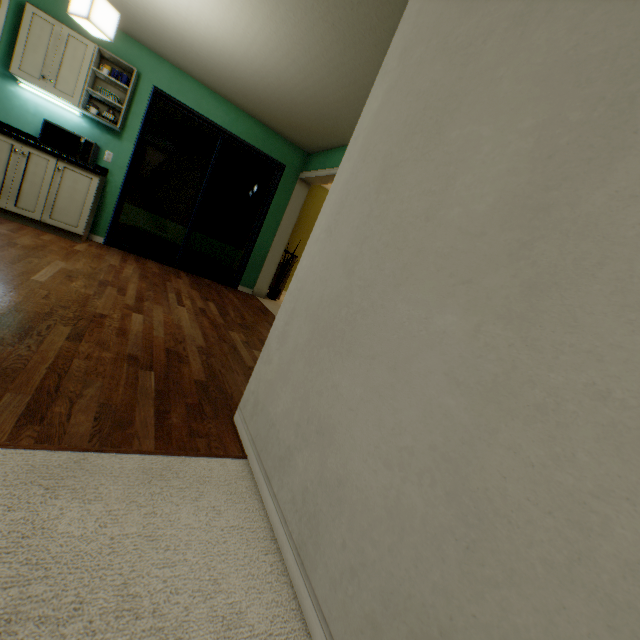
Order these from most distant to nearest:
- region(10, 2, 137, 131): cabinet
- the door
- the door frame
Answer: the door frame
the door
region(10, 2, 137, 131): cabinet

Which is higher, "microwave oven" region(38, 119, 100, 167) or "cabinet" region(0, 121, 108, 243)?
"microwave oven" region(38, 119, 100, 167)

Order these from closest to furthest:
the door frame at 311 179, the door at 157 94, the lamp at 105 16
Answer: the lamp at 105 16 → the door at 157 94 → the door frame at 311 179

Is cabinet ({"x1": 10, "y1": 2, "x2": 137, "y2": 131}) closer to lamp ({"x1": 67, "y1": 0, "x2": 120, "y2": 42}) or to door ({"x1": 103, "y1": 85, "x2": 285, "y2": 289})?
door ({"x1": 103, "y1": 85, "x2": 285, "y2": 289})

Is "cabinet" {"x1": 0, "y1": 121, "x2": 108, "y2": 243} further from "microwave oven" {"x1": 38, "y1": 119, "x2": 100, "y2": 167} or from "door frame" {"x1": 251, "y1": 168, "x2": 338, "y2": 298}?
"door frame" {"x1": 251, "y1": 168, "x2": 338, "y2": 298}

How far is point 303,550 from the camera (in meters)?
0.99

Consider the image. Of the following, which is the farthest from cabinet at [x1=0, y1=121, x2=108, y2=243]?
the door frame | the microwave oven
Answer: the door frame

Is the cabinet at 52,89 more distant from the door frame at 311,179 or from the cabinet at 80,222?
the door frame at 311,179
